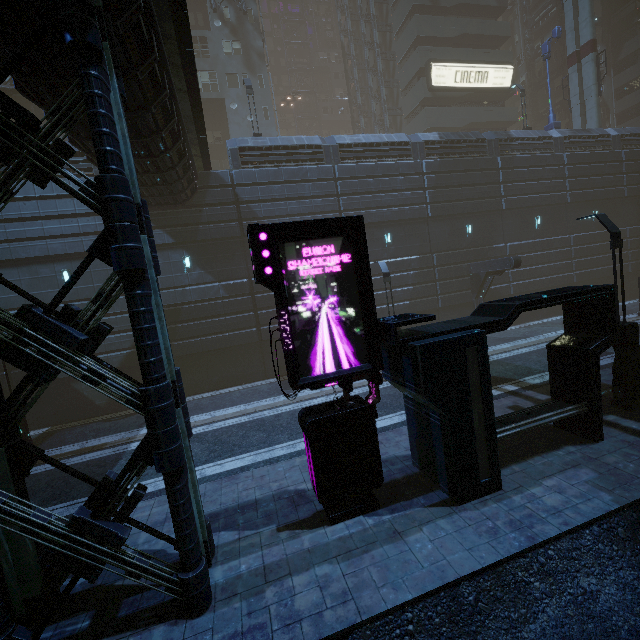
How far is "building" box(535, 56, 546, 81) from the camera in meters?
42.8 m

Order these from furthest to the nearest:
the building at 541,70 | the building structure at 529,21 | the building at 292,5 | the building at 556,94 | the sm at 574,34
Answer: the building at 292,5 → the building at 541,70 → the building at 556,94 → the building structure at 529,21 → the sm at 574,34

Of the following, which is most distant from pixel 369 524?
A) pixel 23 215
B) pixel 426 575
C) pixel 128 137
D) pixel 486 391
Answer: pixel 23 215

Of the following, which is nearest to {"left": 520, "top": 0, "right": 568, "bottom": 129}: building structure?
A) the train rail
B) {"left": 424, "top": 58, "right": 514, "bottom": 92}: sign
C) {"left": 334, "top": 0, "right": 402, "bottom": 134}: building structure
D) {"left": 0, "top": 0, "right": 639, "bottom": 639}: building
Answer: {"left": 0, "top": 0, "right": 639, "bottom": 639}: building

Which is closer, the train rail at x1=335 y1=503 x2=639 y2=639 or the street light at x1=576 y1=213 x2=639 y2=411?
the train rail at x1=335 y1=503 x2=639 y2=639

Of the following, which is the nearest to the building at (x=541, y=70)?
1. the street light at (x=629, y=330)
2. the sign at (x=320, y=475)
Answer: the sign at (x=320, y=475)

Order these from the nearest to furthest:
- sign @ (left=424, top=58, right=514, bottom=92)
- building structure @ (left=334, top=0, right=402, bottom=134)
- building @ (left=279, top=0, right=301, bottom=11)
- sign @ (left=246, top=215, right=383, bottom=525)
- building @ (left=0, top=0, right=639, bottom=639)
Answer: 1. building @ (left=0, top=0, right=639, bottom=639)
2. sign @ (left=246, top=215, right=383, bottom=525)
3. sign @ (left=424, top=58, right=514, bottom=92)
4. building structure @ (left=334, top=0, right=402, bottom=134)
5. building @ (left=279, top=0, right=301, bottom=11)
